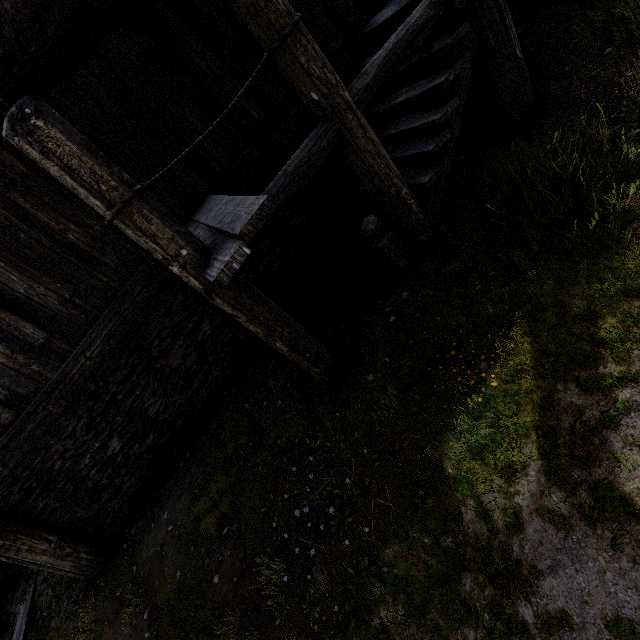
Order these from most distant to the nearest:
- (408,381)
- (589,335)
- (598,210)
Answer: (408,381), (598,210), (589,335)

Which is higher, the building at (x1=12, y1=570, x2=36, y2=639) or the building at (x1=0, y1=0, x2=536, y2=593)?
the building at (x1=0, y1=0, x2=536, y2=593)

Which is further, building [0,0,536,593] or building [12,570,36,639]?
building [12,570,36,639]

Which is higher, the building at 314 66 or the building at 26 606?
the building at 314 66

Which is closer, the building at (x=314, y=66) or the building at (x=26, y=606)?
the building at (x=314, y=66)
